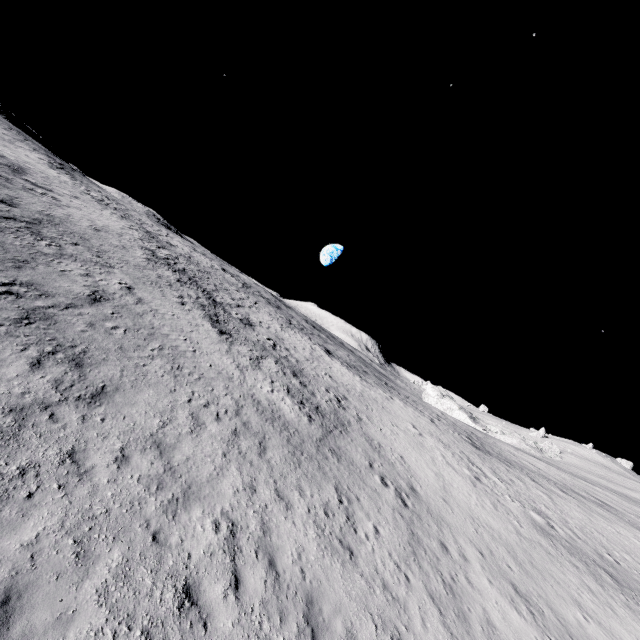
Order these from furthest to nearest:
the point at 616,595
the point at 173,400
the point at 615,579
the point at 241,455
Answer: the point at 615,579 < the point at 616,595 < the point at 173,400 < the point at 241,455
